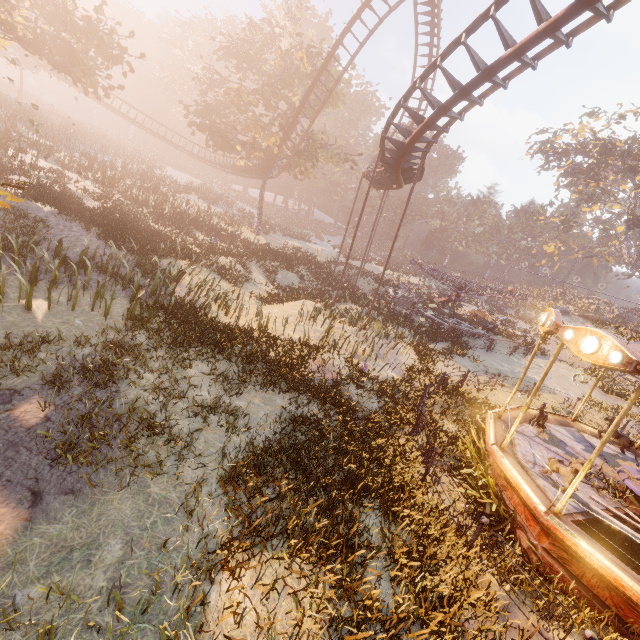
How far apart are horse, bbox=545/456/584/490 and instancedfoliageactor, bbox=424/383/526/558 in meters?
1.0

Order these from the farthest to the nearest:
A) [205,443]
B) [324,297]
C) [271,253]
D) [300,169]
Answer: [300,169], [271,253], [324,297], [205,443]

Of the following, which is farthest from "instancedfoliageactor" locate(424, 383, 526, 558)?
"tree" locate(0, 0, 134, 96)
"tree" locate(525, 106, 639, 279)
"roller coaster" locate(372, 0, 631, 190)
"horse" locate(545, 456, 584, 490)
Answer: "tree" locate(525, 106, 639, 279)

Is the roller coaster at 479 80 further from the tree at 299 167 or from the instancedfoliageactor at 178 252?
the instancedfoliageactor at 178 252

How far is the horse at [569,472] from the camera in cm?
728

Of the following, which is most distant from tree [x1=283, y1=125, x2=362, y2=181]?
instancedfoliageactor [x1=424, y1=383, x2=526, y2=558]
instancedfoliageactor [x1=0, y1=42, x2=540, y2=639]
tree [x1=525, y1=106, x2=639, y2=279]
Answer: tree [x1=525, y1=106, x2=639, y2=279]

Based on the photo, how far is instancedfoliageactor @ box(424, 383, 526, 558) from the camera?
7.8 meters

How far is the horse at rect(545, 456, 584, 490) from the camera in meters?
7.3 m
